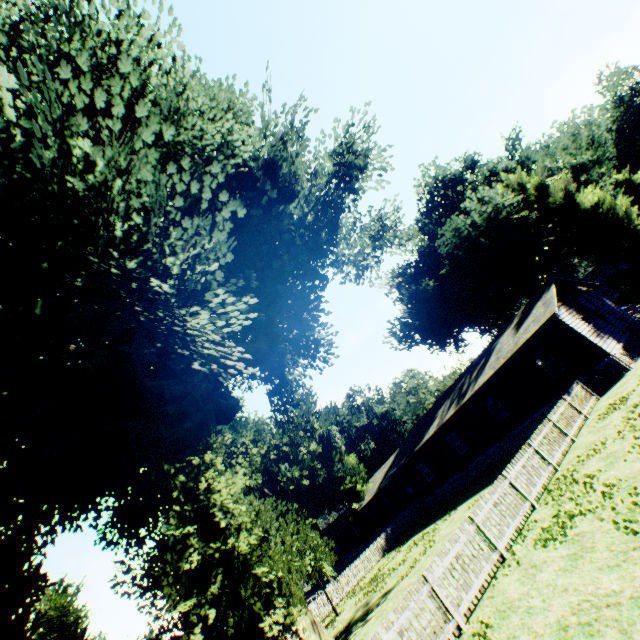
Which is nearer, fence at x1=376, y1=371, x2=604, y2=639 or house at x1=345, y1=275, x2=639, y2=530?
fence at x1=376, y1=371, x2=604, y2=639

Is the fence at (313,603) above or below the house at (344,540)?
below

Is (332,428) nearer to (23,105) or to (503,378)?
(503,378)

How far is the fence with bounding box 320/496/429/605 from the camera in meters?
25.6 m

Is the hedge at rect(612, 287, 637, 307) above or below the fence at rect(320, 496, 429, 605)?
above

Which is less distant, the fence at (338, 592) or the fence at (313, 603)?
the fence at (313, 603)

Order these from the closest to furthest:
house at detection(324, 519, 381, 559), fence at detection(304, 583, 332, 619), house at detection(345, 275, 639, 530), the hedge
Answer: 1. house at detection(345, 275, 639, 530)
2. fence at detection(304, 583, 332, 619)
3. house at detection(324, 519, 381, 559)
4. the hedge
